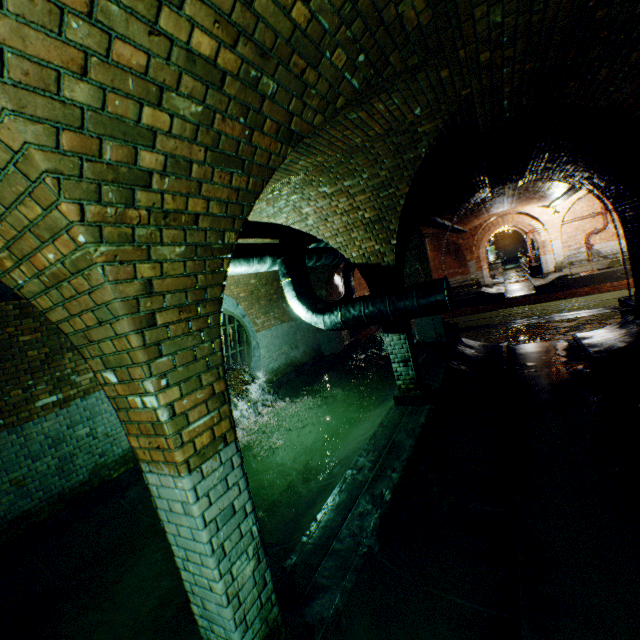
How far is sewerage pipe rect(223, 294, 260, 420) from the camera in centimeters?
847cm

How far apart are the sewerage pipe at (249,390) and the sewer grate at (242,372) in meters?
0.0

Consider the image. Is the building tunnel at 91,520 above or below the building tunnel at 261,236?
below

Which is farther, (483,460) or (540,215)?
(540,215)

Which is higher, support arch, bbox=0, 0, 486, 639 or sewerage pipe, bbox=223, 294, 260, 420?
support arch, bbox=0, 0, 486, 639

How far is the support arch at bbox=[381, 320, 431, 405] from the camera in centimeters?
629cm

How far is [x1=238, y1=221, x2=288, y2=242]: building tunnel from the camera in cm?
659

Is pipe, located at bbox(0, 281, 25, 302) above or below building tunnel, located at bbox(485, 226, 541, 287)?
above
